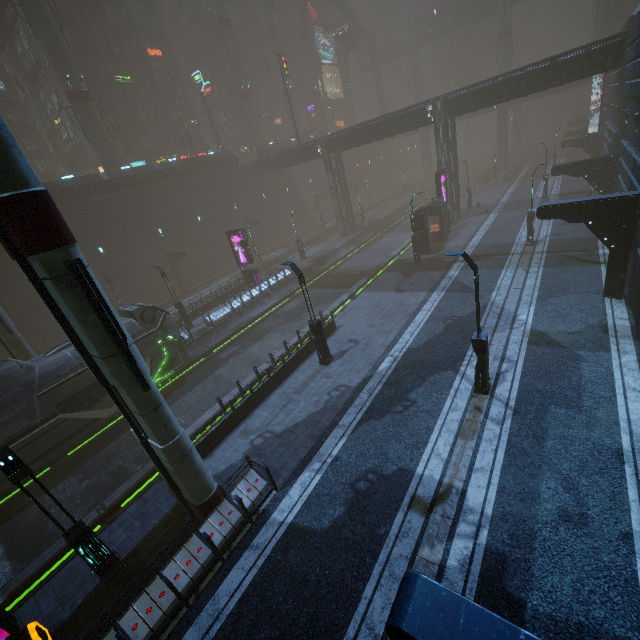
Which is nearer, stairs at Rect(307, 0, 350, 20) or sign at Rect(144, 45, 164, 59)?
sign at Rect(144, 45, 164, 59)

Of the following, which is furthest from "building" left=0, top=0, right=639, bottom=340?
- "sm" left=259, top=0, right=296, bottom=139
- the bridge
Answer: the bridge

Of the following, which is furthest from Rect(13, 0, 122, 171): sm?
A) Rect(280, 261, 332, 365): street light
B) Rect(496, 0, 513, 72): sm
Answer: Rect(496, 0, 513, 72): sm

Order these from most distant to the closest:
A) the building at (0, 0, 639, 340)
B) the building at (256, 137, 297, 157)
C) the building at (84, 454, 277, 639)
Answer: the building at (256, 137, 297, 157)
the building at (0, 0, 639, 340)
the building at (84, 454, 277, 639)

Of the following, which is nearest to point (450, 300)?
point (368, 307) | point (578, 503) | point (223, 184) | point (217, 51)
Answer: point (368, 307)

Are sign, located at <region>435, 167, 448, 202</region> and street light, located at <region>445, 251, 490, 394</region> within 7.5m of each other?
no

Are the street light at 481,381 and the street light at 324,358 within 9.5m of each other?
yes

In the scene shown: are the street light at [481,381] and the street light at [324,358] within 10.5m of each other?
yes
